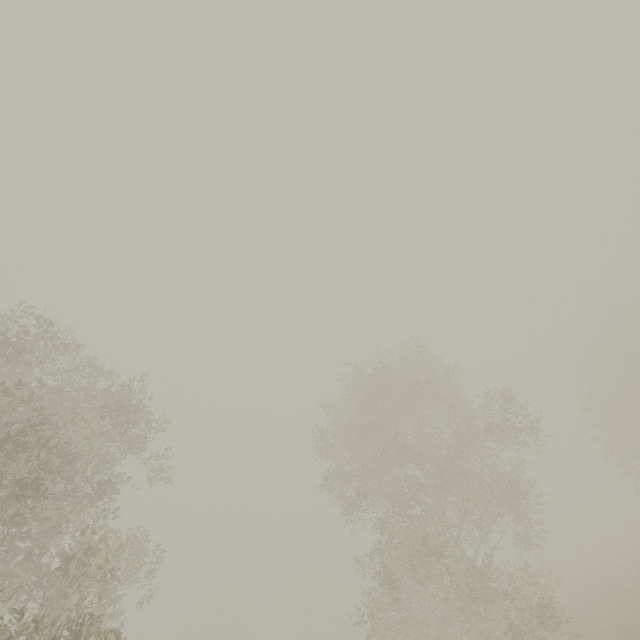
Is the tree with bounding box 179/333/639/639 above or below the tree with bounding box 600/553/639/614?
above

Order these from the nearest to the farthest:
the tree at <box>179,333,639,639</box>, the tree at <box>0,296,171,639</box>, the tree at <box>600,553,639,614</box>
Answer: the tree at <box>0,296,171,639</box>
the tree at <box>179,333,639,639</box>
the tree at <box>600,553,639,614</box>

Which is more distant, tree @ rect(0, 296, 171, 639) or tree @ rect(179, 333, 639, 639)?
tree @ rect(179, 333, 639, 639)

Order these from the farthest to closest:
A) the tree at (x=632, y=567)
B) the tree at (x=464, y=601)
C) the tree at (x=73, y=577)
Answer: the tree at (x=632, y=567)
the tree at (x=464, y=601)
the tree at (x=73, y=577)

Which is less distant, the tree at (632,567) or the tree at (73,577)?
→ the tree at (73,577)

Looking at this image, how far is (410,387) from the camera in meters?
18.0
